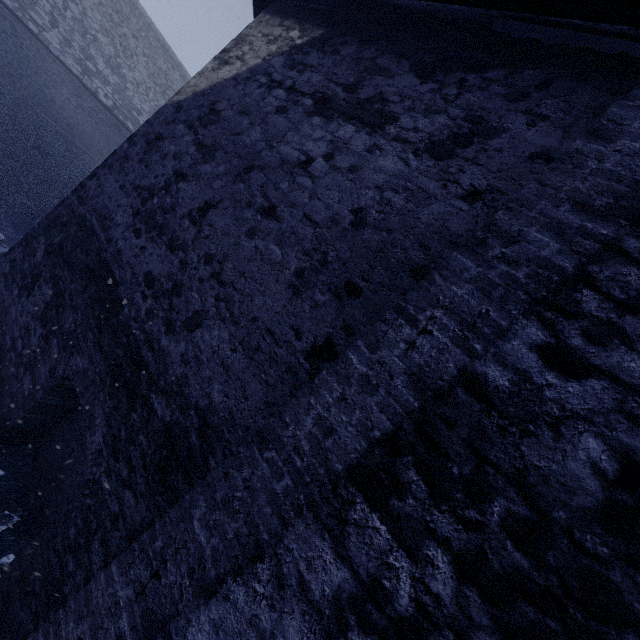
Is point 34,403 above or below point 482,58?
below

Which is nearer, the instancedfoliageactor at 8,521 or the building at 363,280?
the building at 363,280

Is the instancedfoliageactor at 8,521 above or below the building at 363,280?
below

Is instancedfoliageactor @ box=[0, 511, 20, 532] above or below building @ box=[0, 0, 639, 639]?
below

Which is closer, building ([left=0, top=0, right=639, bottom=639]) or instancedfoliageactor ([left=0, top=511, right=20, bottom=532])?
building ([left=0, top=0, right=639, bottom=639])
